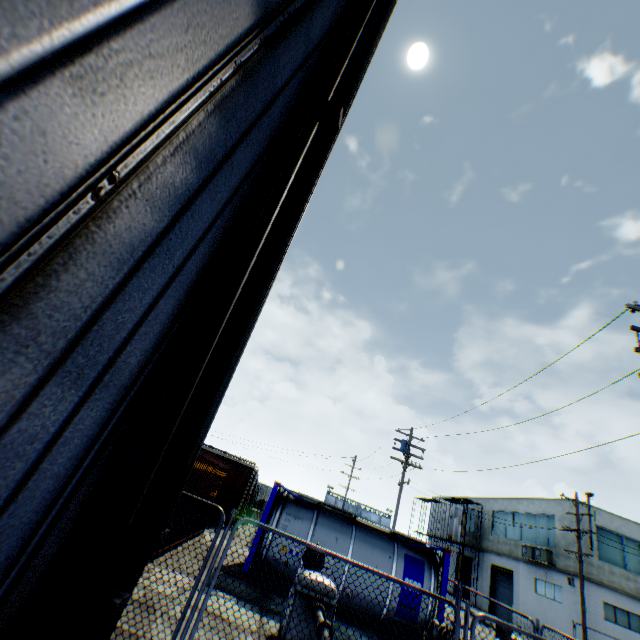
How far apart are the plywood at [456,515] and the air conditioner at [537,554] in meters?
8.4

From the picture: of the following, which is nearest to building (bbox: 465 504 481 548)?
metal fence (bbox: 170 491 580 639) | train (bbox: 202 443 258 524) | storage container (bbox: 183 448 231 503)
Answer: metal fence (bbox: 170 491 580 639)

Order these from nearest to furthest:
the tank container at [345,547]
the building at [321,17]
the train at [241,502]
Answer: the building at [321,17]
the tank container at [345,547]
the train at [241,502]

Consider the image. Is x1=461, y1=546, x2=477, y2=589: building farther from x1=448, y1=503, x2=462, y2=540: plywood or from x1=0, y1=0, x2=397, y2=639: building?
x1=0, y1=0, x2=397, y2=639: building

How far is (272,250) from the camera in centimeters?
347cm

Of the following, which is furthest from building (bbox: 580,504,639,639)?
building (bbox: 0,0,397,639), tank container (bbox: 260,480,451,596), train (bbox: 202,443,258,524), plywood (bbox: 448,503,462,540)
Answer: building (bbox: 0,0,397,639)

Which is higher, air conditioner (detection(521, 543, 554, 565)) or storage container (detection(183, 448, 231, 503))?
air conditioner (detection(521, 543, 554, 565))

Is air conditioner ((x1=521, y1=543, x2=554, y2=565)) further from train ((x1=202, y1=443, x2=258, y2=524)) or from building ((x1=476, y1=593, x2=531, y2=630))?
train ((x1=202, y1=443, x2=258, y2=524))
